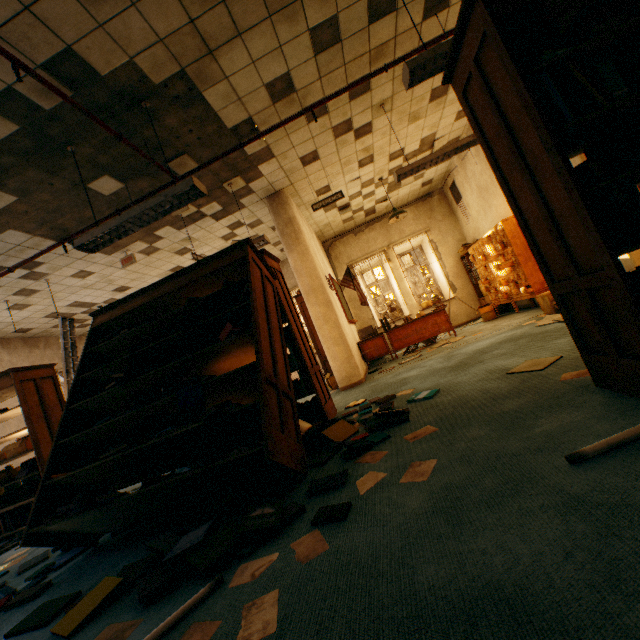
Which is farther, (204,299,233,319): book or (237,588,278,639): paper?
(204,299,233,319): book

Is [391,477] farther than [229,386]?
No

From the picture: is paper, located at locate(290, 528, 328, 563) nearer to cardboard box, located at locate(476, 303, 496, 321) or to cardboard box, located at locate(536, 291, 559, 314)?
cardboard box, located at locate(536, 291, 559, 314)

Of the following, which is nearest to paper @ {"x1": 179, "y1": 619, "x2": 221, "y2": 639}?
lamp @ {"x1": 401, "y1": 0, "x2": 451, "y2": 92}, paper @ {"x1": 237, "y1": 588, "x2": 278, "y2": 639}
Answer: paper @ {"x1": 237, "y1": 588, "x2": 278, "y2": 639}

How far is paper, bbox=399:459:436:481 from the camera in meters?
1.7 m

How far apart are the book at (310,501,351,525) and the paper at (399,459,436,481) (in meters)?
0.34

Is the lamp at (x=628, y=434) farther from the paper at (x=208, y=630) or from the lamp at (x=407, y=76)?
the lamp at (x=407, y=76)

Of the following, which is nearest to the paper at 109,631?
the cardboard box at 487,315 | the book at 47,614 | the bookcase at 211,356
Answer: the book at 47,614
